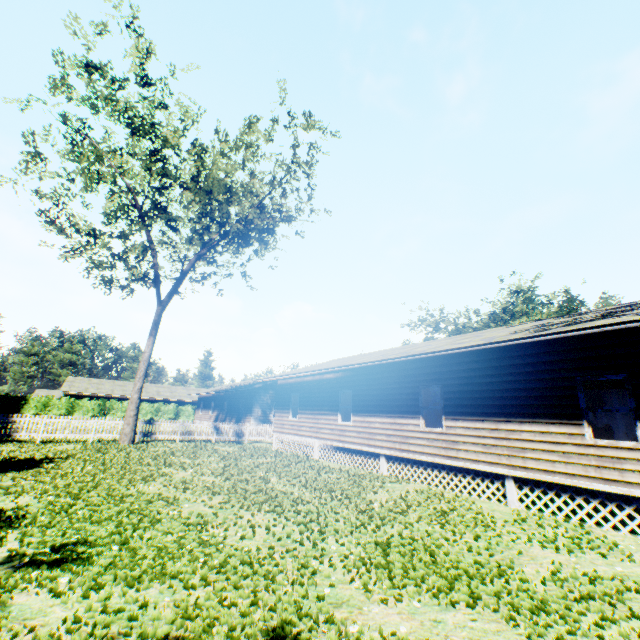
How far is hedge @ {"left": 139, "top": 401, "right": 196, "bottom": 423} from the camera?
43.0 meters

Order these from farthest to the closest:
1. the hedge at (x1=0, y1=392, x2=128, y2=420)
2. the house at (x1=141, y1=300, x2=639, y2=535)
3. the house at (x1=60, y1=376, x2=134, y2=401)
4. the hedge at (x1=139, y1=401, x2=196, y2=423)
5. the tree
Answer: the hedge at (x1=139, y1=401, x2=196, y2=423) < the house at (x1=60, y1=376, x2=134, y2=401) < the hedge at (x1=0, y1=392, x2=128, y2=420) < the tree < the house at (x1=141, y1=300, x2=639, y2=535)

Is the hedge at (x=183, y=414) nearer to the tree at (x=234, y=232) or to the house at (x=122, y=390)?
the house at (x=122, y=390)

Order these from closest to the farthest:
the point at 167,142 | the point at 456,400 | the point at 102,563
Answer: the point at 102,563 → the point at 456,400 → the point at 167,142

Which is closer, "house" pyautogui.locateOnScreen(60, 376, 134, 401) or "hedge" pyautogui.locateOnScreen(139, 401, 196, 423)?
"house" pyautogui.locateOnScreen(60, 376, 134, 401)

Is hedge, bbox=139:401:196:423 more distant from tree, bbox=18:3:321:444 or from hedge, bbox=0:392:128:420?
tree, bbox=18:3:321:444

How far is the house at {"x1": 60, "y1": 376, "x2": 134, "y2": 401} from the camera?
41.8m
